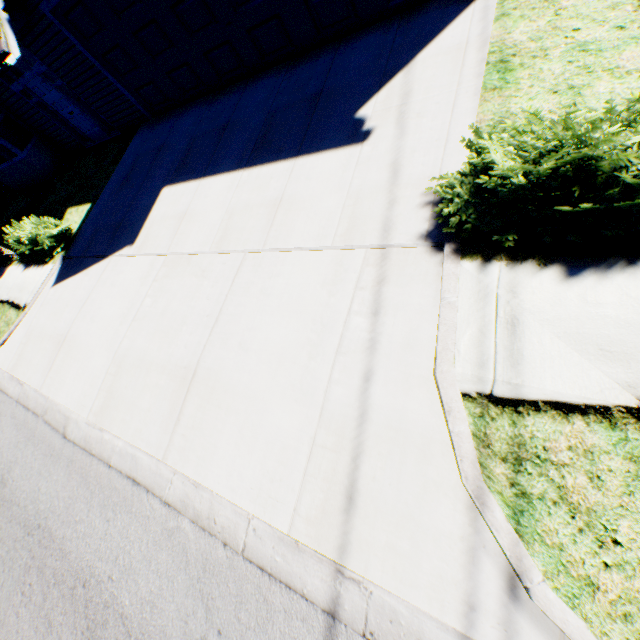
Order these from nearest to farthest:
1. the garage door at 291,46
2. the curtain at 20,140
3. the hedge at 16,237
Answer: the garage door at 291,46
the hedge at 16,237
the curtain at 20,140

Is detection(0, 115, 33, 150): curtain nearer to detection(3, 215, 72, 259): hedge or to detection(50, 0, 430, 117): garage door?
detection(3, 215, 72, 259): hedge

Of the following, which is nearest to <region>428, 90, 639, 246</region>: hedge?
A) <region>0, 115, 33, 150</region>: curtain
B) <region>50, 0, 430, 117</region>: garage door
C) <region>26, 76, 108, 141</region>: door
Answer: <region>50, 0, 430, 117</region>: garage door

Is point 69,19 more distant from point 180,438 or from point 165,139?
point 180,438

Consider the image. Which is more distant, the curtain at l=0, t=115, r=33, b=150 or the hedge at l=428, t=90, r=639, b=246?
the curtain at l=0, t=115, r=33, b=150

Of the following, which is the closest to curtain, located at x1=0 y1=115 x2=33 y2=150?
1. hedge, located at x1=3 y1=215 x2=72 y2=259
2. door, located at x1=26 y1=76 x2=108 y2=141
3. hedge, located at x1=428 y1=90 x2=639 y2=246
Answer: door, located at x1=26 y1=76 x2=108 y2=141

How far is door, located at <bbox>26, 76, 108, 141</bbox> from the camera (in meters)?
9.90

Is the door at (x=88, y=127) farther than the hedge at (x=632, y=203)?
Yes
